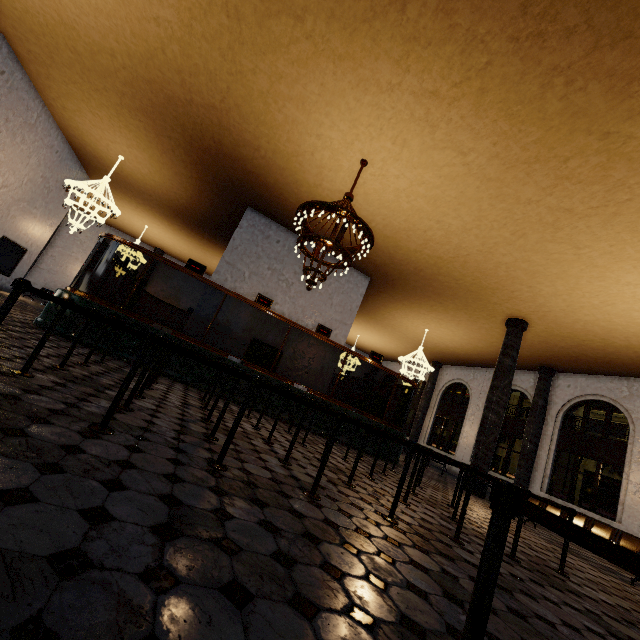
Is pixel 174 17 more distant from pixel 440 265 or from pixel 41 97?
pixel 440 265
